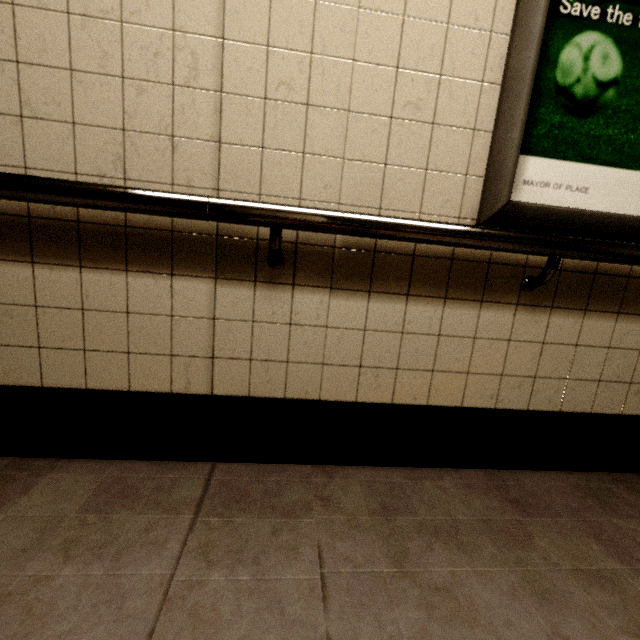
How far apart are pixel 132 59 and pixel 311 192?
0.65m
